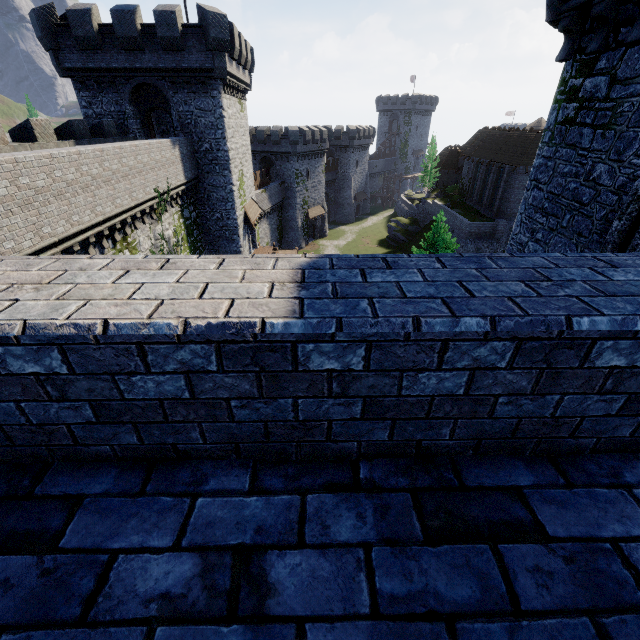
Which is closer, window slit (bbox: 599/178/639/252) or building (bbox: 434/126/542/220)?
window slit (bbox: 599/178/639/252)

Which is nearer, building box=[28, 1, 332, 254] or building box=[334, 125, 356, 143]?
building box=[28, 1, 332, 254]

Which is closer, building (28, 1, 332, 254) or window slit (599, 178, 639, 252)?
window slit (599, 178, 639, 252)

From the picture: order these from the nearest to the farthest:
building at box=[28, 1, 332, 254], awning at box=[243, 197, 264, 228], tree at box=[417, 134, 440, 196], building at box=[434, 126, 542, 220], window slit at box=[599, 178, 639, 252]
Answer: Result: window slit at box=[599, 178, 639, 252] → building at box=[28, 1, 332, 254] → awning at box=[243, 197, 264, 228] → building at box=[434, 126, 542, 220] → tree at box=[417, 134, 440, 196]

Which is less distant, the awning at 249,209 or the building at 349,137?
the awning at 249,209

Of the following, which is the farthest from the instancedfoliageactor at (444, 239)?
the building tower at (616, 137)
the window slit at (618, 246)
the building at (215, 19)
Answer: the window slit at (618, 246)

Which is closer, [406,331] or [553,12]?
[406,331]

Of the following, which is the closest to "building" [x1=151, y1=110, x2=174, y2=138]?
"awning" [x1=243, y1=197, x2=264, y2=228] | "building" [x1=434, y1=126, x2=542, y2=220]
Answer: "awning" [x1=243, y1=197, x2=264, y2=228]
